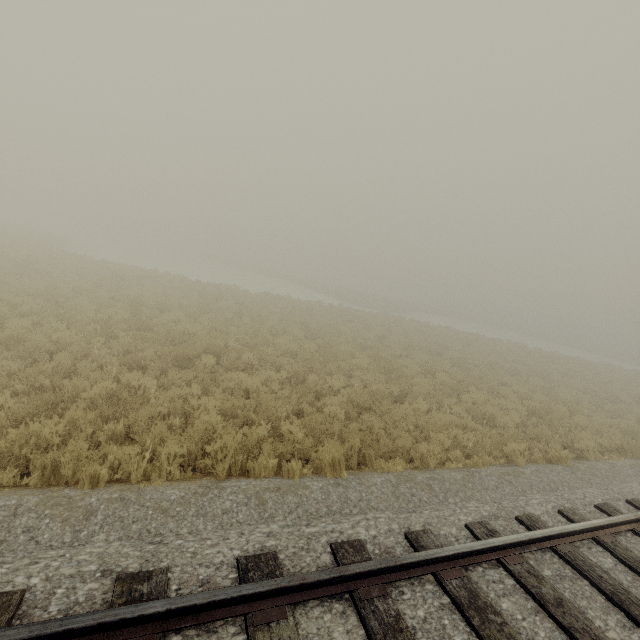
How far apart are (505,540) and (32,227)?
56.9m
